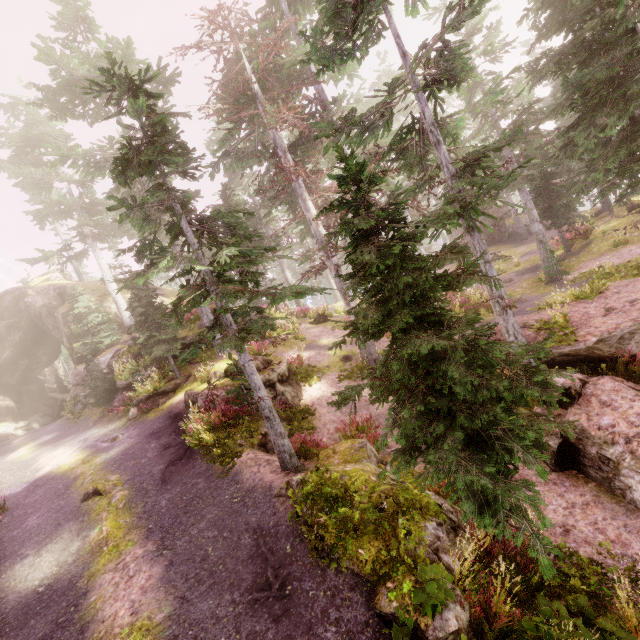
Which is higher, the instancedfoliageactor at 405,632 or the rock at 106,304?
the rock at 106,304

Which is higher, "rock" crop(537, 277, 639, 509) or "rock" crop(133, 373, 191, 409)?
"rock" crop(133, 373, 191, 409)

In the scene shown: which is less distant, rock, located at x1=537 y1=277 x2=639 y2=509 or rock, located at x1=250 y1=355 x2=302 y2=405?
rock, located at x1=537 y1=277 x2=639 y2=509

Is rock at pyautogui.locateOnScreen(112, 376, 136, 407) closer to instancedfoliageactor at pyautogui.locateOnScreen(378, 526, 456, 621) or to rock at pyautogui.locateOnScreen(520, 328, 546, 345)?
instancedfoliageactor at pyautogui.locateOnScreen(378, 526, 456, 621)

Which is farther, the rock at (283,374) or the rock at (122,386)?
the rock at (122,386)

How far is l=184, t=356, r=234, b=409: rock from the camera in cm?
1460

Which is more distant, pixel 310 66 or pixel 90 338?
pixel 90 338
